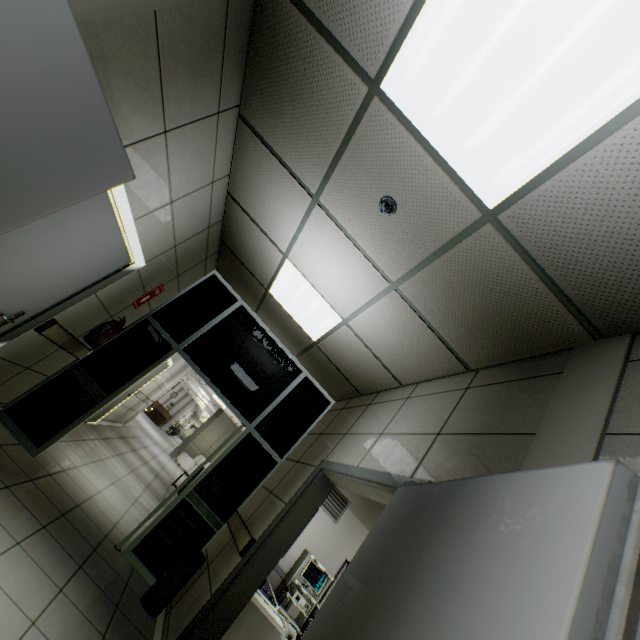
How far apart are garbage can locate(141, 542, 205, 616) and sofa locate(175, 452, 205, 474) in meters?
13.4

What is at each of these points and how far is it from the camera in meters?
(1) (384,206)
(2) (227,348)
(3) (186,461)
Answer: (1) fire alarm, 2.2
(2) doorway, 5.1
(3) sofa, 15.7

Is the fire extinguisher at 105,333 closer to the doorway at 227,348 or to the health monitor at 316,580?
the doorway at 227,348

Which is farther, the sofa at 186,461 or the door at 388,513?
the sofa at 186,461

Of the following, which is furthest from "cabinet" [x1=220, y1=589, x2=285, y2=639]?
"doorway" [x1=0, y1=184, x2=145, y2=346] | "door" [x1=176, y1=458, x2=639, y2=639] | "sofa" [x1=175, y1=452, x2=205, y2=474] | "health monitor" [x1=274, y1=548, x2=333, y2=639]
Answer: "sofa" [x1=175, y1=452, x2=205, y2=474]

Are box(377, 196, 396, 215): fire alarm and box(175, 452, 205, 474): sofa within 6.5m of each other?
no

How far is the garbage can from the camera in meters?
3.4

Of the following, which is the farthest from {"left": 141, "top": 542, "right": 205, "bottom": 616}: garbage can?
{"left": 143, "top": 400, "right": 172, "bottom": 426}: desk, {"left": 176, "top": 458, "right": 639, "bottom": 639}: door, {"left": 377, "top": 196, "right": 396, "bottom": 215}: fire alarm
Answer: {"left": 143, "top": 400, "right": 172, "bottom": 426}: desk
